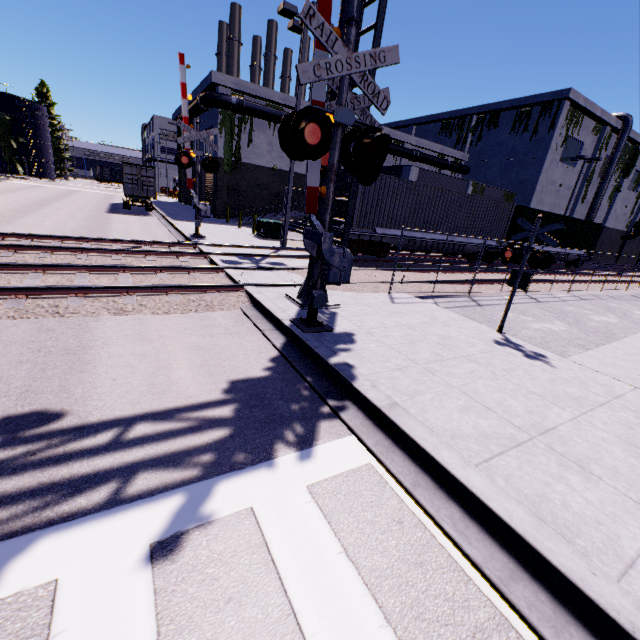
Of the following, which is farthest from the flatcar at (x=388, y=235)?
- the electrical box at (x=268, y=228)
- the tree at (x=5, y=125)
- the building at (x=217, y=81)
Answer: the tree at (x=5, y=125)

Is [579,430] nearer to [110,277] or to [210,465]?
[210,465]

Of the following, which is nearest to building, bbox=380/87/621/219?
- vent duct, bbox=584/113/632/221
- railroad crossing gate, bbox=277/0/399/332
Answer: vent duct, bbox=584/113/632/221

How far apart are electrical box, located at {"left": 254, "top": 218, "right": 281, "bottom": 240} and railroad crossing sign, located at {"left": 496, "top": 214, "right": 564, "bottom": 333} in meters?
14.0

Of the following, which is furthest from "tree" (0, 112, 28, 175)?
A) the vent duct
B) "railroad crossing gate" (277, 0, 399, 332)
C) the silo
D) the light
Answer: the vent duct

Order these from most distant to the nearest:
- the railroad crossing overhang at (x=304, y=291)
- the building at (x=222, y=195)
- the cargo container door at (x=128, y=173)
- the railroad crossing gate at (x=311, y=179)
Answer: the building at (x=222, y=195), the cargo container door at (x=128, y=173), the railroad crossing overhang at (x=304, y=291), the railroad crossing gate at (x=311, y=179)

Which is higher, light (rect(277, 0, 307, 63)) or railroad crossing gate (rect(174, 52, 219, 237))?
light (rect(277, 0, 307, 63))

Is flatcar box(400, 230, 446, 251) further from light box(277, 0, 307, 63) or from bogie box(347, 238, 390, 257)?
light box(277, 0, 307, 63)
